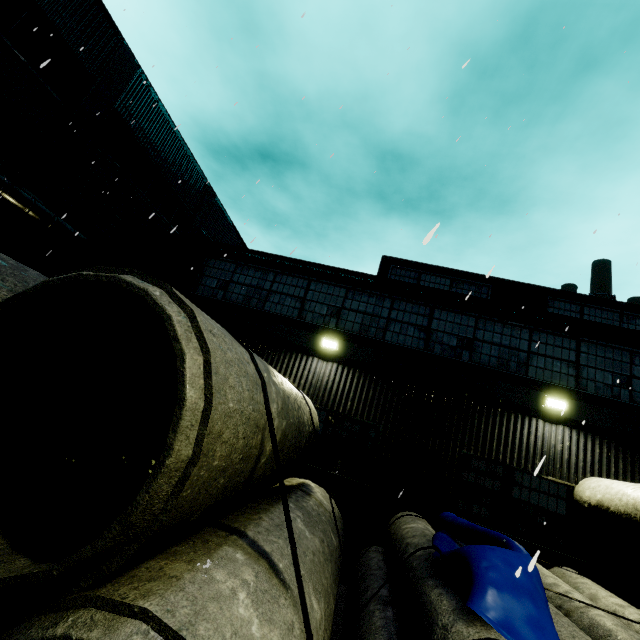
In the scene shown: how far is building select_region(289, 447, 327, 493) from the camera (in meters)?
8.17

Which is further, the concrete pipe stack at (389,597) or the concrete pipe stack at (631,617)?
the concrete pipe stack at (631,617)

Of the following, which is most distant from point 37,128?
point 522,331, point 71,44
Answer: point 522,331

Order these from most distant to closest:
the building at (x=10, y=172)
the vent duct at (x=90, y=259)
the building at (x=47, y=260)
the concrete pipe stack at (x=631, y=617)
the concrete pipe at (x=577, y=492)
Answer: the building at (x=47, y=260) → the vent duct at (x=90, y=259) → the building at (x=10, y=172) → the concrete pipe at (x=577, y=492) → the concrete pipe stack at (x=631, y=617)

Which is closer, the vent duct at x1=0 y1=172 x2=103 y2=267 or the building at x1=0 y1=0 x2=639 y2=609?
the building at x1=0 y1=0 x2=639 y2=609

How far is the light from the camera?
7.96m

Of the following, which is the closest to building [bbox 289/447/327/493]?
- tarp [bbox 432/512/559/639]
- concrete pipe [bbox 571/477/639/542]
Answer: concrete pipe [bbox 571/477/639/542]
